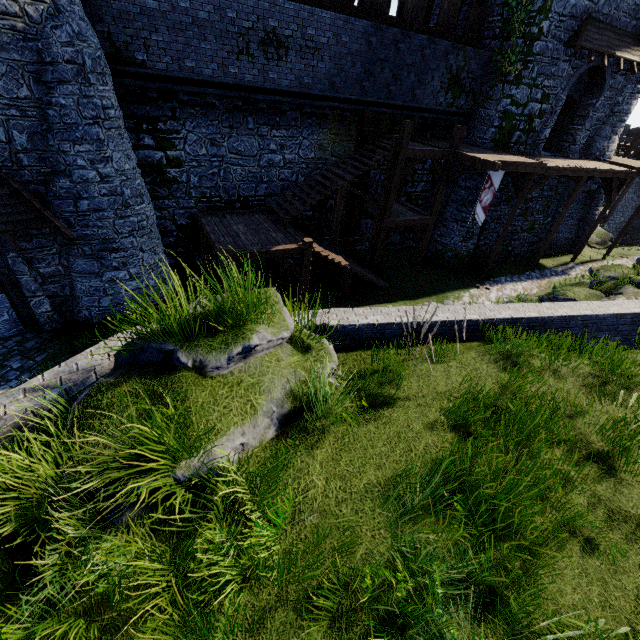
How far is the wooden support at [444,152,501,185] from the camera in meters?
13.1

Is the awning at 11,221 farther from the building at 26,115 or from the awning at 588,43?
the awning at 588,43

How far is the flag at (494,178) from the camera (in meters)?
14.54

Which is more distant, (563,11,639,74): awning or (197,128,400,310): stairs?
(563,11,639,74): awning

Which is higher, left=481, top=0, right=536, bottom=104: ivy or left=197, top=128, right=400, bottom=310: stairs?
A: left=481, top=0, right=536, bottom=104: ivy

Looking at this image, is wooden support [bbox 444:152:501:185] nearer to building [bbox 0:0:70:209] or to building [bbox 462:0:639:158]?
building [bbox 462:0:639:158]

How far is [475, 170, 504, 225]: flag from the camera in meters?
14.5 m

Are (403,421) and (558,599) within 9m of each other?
yes
